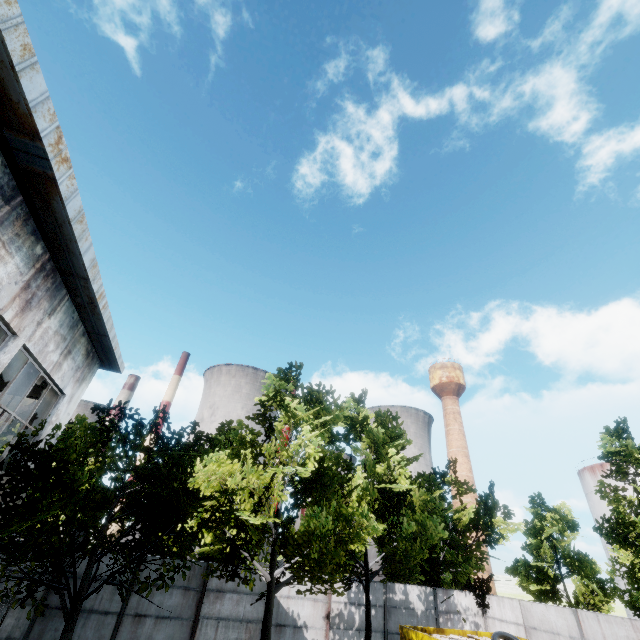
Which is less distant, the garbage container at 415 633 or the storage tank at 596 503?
the garbage container at 415 633

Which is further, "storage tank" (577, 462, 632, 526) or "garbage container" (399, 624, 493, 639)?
"storage tank" (577, 462, 632, 526)

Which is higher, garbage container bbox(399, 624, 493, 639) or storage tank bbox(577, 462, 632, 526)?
storage tank bbox(577, 462, 632, 526)

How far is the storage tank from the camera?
37.31m

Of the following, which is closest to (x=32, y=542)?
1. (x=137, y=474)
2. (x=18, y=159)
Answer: (x=137, y=474)

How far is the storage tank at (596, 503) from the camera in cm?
3731
